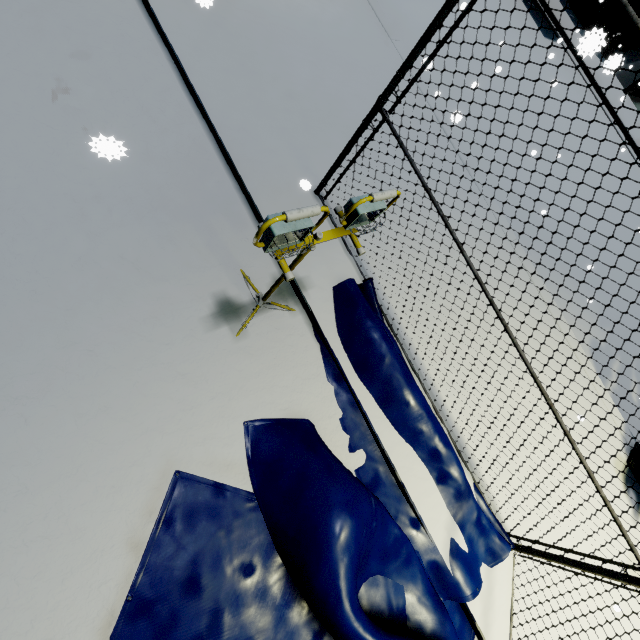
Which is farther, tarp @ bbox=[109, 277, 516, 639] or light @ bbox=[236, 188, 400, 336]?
tarp @ bbox=[109, 277, 516, 639]

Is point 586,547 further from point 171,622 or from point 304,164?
point 304,164

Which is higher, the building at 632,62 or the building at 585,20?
the building at 632,62

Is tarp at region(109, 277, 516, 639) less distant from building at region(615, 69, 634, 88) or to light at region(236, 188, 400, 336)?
light at region(236, 188, 400, 336)

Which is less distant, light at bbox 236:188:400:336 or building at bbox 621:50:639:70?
light at bbox 236:188:400:336

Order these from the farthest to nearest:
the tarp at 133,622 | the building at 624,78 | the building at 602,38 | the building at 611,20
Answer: the building at 624,78 → the building at 611,20 → the tarp at 133,622 → the building at 602,38

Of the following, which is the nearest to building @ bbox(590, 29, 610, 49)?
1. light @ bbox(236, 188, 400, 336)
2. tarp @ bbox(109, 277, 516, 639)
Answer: tarp @ bbox(109, 277, 516, 639)
